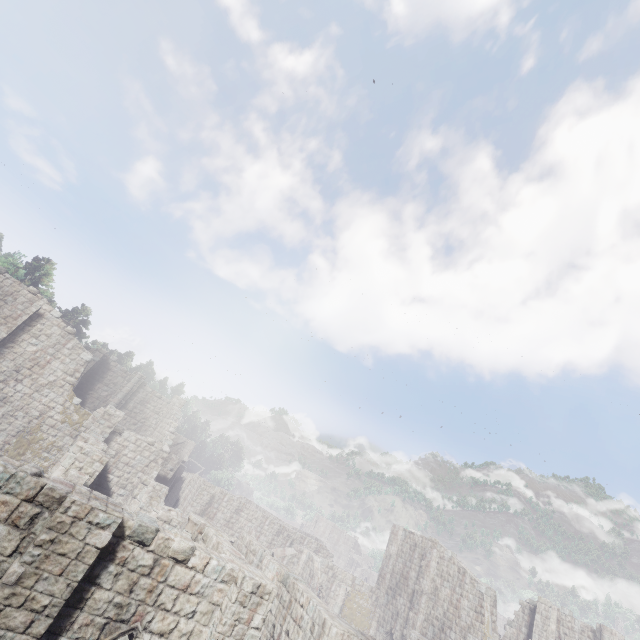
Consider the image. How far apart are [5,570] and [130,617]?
2.95m
